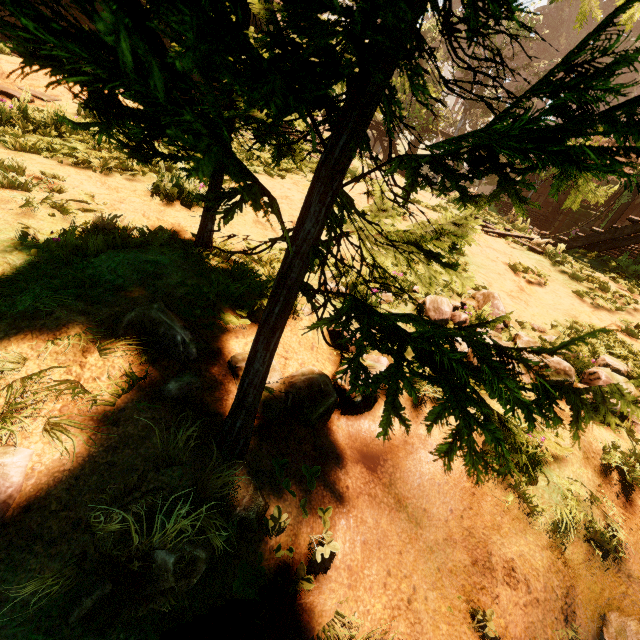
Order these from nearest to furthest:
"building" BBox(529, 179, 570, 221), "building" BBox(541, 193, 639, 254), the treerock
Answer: the treerock, "building" BBox(541, 193, 639, 254), "building" BBox(529, 179, 570, 221)

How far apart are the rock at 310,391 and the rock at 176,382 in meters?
0.1

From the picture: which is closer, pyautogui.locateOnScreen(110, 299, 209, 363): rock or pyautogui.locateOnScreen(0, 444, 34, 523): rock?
pyautogui.locateOnScreen(0, 444, 34, 523): rock

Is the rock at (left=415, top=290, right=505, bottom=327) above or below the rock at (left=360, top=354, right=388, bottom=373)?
above

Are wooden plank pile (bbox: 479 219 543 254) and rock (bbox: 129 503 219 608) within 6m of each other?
no

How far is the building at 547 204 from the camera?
18.1 meters

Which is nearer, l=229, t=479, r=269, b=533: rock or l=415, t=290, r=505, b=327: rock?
l=229, t=479, r=269, b=533: rock

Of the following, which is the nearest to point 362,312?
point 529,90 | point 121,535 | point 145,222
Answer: point 529,90
